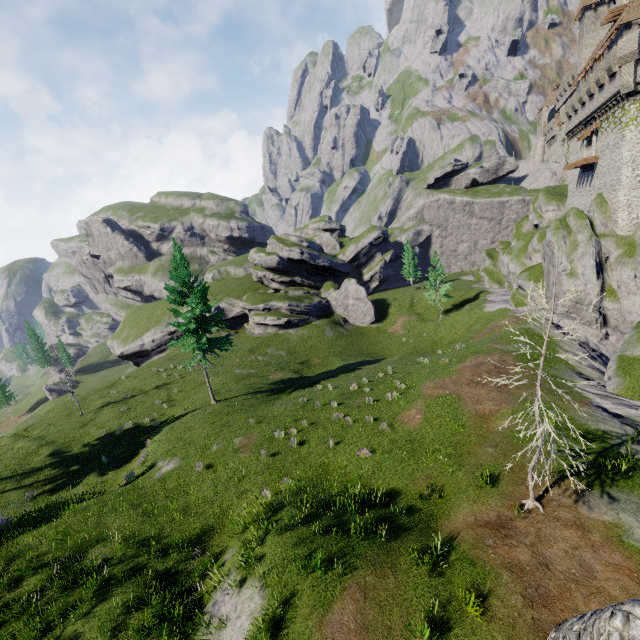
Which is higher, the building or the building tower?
the building

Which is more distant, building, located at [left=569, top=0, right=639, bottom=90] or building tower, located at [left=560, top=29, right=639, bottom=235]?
building, located at [left=569, top=0, right=639, bottom=90]

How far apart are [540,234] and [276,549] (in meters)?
49.16

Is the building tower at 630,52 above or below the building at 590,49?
below

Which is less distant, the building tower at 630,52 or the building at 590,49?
the building tower at 630,52
